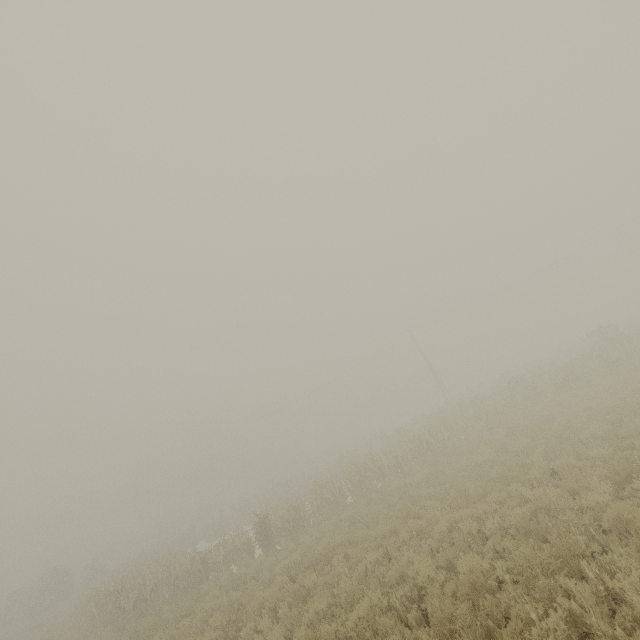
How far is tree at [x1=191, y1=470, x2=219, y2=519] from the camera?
51.8 meters

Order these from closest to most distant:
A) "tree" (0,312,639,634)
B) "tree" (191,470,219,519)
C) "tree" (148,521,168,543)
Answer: "tree" (0,312,639,634), "tree" (148,521,168,543), "tree" (191,470,219,519)

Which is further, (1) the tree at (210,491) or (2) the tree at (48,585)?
(1) the tree at (210,491)

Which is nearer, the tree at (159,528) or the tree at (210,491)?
the tree at (159,528)

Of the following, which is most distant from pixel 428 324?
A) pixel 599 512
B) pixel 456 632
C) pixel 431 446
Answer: pixel 456 632

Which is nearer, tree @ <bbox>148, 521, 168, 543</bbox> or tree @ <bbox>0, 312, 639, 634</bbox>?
tree @ <bbox>0, 312, 639, 634</bbox>
